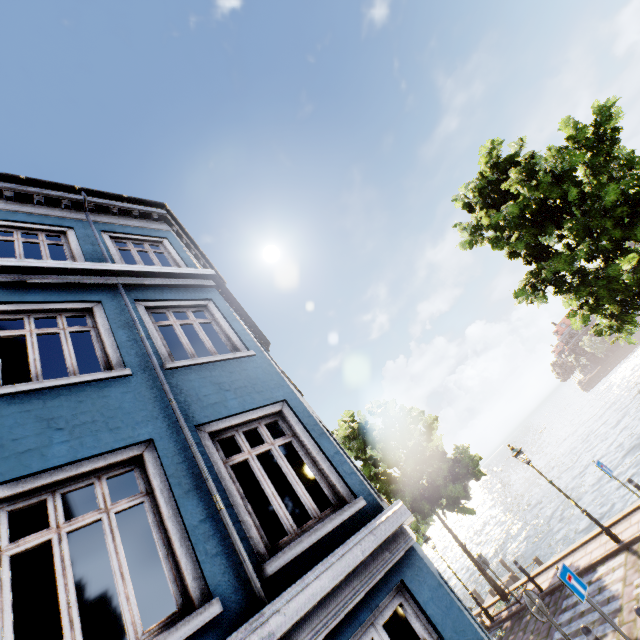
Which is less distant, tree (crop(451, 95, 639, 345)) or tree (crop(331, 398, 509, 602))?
tree (crop(451, 95, 639, 345))

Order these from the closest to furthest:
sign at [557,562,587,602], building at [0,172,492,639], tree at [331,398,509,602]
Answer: building at [0,172,492,639], sign at [557,562,587,602], tree at [331,398,509,602]

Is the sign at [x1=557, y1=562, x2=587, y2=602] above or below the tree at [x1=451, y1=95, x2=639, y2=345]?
below

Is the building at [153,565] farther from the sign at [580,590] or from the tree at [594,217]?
the tree at [594,217]

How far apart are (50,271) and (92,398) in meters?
2.9 m

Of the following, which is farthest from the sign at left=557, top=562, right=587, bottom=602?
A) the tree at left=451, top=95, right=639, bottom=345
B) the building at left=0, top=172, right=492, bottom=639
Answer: the tree at left=451, top=95, right=639, bottom=345
